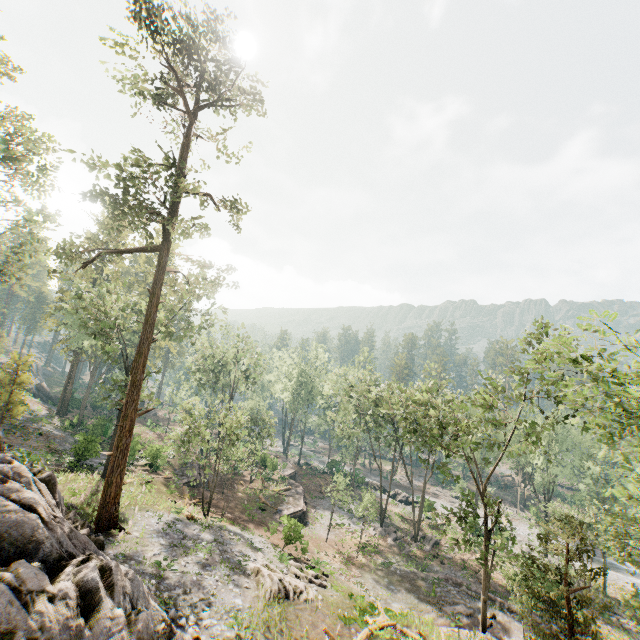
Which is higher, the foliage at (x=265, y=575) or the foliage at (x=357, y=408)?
the foliage at (x=357, y=408)

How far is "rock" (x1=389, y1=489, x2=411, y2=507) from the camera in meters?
50.3

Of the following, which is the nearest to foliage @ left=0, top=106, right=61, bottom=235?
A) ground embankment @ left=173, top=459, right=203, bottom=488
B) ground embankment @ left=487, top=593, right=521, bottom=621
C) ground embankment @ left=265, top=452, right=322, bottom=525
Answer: ground embankment @ left=487, top=593, right=521, bottom=621

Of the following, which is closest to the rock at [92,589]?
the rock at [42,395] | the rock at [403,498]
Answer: the rock at [403,498]

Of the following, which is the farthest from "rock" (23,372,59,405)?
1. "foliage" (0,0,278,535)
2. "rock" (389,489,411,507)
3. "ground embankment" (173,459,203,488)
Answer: "rock" (389,489,411,507)

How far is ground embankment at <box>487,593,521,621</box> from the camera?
24.6m

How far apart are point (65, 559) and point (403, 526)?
40.8 meters

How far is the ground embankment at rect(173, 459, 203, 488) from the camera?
33.9 meters
